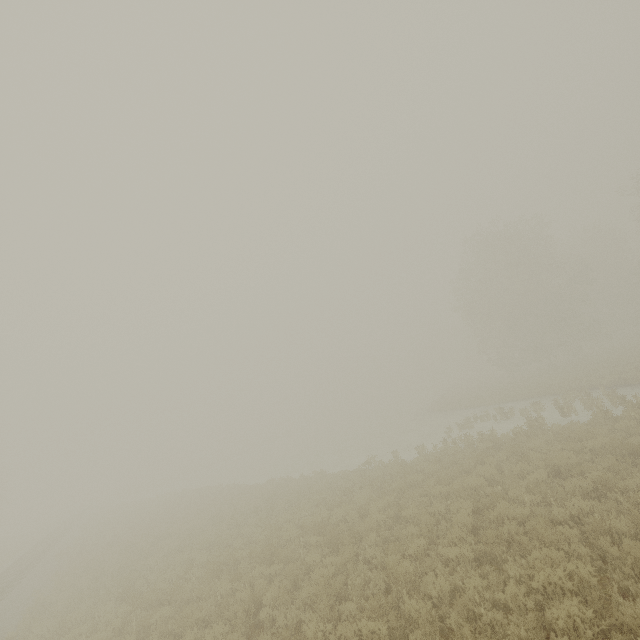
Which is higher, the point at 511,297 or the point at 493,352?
the point at 511,297
